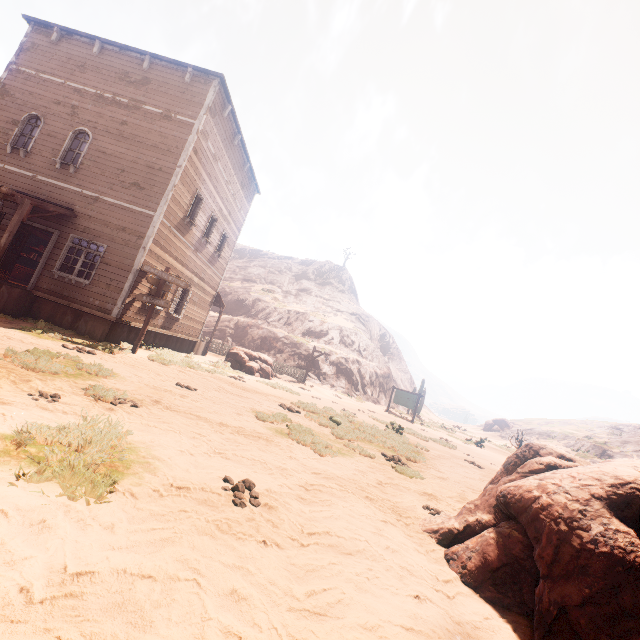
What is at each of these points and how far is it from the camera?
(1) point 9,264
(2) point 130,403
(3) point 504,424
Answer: (1) bp, 12.31m
(2) z, 5.62m
(3) instancedfoliageactor, 48.88m

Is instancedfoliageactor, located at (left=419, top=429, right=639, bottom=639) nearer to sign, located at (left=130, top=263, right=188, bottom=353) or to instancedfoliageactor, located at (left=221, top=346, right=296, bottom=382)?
sign, located at (left=130, top=263, right=188, bottom=353)

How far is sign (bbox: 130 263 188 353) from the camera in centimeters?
1107cm

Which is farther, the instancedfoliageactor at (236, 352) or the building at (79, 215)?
the instancedfoliageactor at (236, 352)

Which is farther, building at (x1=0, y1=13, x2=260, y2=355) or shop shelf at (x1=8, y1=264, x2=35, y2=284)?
shop shelf at (x1=8, y1=264, x2=35, y2=284)

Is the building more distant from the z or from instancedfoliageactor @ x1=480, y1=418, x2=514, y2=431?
instancedfoliageactor @ x1=480, y1=418, x2=514, y2=431

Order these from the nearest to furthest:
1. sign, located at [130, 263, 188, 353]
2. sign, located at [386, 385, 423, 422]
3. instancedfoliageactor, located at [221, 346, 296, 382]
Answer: sign, located at [130, 263, 188, 353] → instancedfoliageactor, located at [221, 346, 296, 382] → sign, located at [386, 385, 423, 422]

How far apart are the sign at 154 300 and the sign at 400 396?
19.21m
